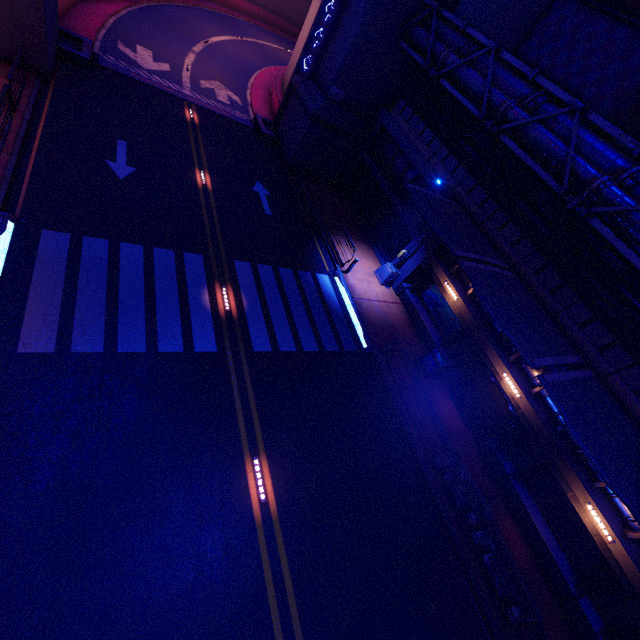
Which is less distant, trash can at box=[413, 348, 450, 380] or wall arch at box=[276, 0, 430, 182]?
trash can at box=[413, 348, 450, 380]

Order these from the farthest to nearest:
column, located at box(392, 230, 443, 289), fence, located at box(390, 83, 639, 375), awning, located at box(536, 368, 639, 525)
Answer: column, located at box(392, 230, 443, 289), fence, located at box(390, 83, 639, 375), awning, located at box(536, 368, 639, 525)

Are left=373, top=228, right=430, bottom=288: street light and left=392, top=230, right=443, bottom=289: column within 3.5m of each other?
yes

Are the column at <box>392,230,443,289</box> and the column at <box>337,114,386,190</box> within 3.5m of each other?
no

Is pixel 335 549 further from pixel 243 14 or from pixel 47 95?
pixel 243 14

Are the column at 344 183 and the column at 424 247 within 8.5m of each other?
yes

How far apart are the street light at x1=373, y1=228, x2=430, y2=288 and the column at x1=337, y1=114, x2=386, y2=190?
7.9 meters

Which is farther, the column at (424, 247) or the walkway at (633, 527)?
the column at (424, 247)
